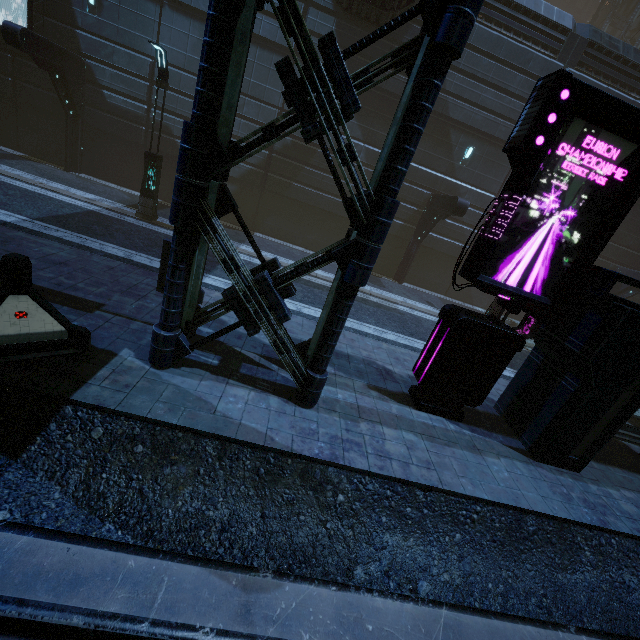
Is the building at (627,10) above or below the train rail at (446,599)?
above

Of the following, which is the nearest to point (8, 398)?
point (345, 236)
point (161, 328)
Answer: point (161, 328)

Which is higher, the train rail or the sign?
the sign

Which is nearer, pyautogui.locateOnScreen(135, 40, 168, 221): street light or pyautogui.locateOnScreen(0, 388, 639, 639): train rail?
pyautogui.locateOnScreen(0, 388, 639, 639): train rail

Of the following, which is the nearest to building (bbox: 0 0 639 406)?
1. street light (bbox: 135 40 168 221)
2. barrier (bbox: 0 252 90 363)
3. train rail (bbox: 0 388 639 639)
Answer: train rail (bbox: 0 388 639 639)

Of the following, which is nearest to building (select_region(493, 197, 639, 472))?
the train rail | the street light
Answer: the train rail

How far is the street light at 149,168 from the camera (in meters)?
10.65

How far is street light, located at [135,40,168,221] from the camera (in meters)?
10.65
